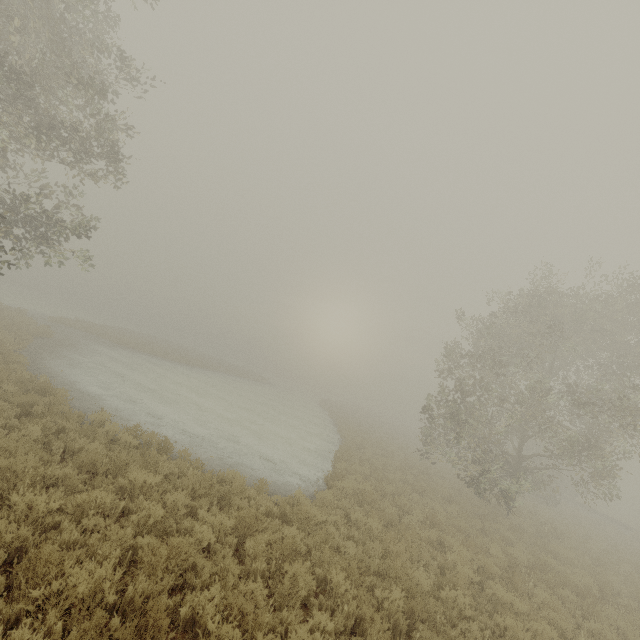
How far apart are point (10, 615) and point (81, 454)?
4.1 meters
